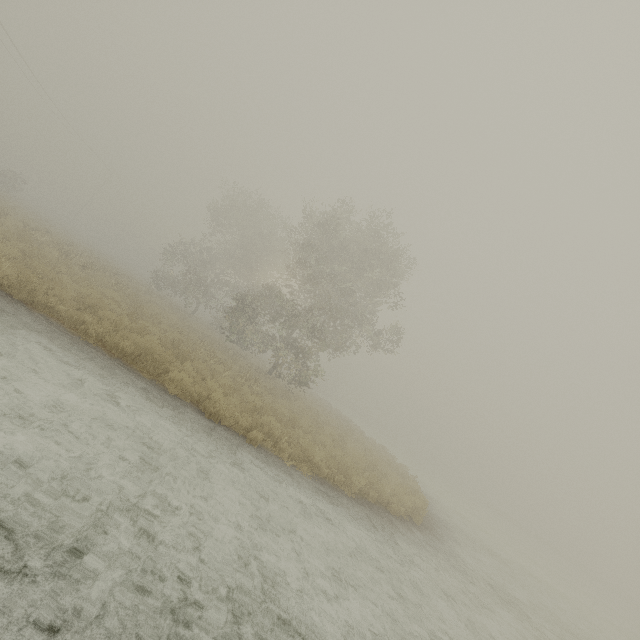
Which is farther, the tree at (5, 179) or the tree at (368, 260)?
the tree at (5, 179)

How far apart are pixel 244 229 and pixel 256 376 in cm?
1709

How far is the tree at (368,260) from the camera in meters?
17.8 m

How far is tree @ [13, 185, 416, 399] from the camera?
17.81m

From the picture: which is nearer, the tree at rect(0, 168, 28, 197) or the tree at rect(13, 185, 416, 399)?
the tree at rect(13, 185, 416, 399)

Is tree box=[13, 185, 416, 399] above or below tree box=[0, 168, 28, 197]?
below
